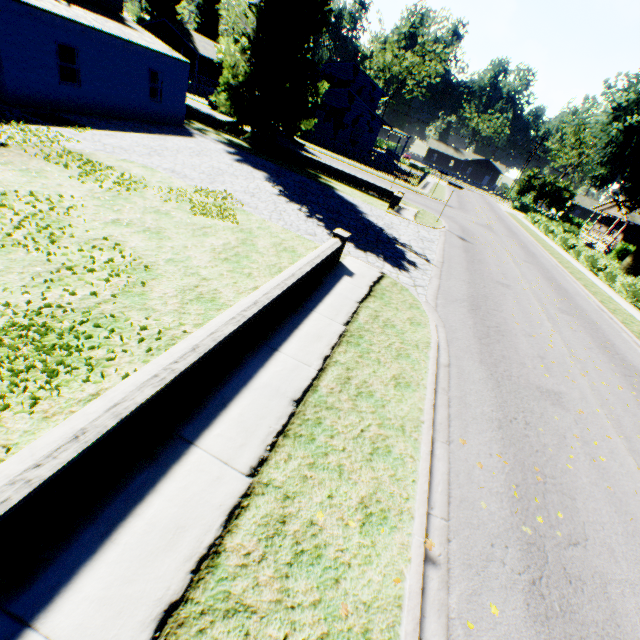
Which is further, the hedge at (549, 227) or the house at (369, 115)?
the house at (369, 115)

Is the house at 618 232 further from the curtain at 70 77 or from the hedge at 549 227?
the curtain at 70 77

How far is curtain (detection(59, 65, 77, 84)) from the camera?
14.3m

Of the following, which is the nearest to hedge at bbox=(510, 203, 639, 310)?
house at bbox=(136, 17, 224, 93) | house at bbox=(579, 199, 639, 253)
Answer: house at bbox=(579, 199, 639, 253)

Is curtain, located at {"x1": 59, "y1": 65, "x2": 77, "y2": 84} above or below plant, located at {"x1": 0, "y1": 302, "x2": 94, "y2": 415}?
above

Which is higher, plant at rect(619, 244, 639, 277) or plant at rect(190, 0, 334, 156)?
plant at rect(190, 0, 334, 156)

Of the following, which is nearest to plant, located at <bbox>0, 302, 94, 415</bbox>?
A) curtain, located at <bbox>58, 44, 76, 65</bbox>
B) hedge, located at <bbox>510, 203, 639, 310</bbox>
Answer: hedge, located at <bbox>510, 203, 639, 310</bbox>

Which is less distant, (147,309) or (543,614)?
(543,614)
